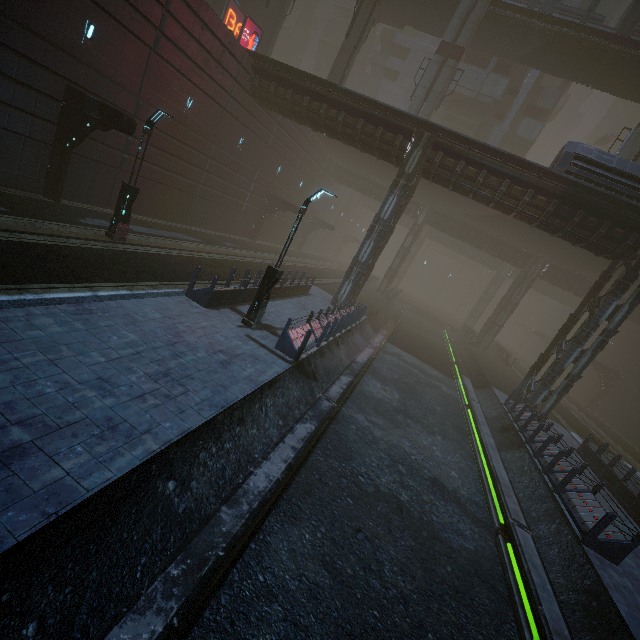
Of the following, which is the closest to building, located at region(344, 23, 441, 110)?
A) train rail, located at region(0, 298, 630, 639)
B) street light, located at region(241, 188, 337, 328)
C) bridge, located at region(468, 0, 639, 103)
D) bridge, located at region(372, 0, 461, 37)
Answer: bridge, located at region(372, 0, 461, 37)

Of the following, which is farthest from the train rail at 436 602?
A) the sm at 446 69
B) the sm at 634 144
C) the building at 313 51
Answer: the building at 313 51

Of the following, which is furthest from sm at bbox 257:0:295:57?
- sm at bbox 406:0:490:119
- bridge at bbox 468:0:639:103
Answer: bridge at bbox 468:0:639:103

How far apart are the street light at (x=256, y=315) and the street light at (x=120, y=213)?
6.66m

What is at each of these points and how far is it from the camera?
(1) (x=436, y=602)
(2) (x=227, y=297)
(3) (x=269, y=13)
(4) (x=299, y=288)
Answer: (1) train rail, 6.7m
(2) building, 13.0m
(3) sm, 25.9m
(4) building, 20.0m

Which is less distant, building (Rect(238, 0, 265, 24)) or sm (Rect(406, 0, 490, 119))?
sm (Rect(406, 0, 490, 119))

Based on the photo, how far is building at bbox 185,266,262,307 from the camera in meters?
11.8 m
